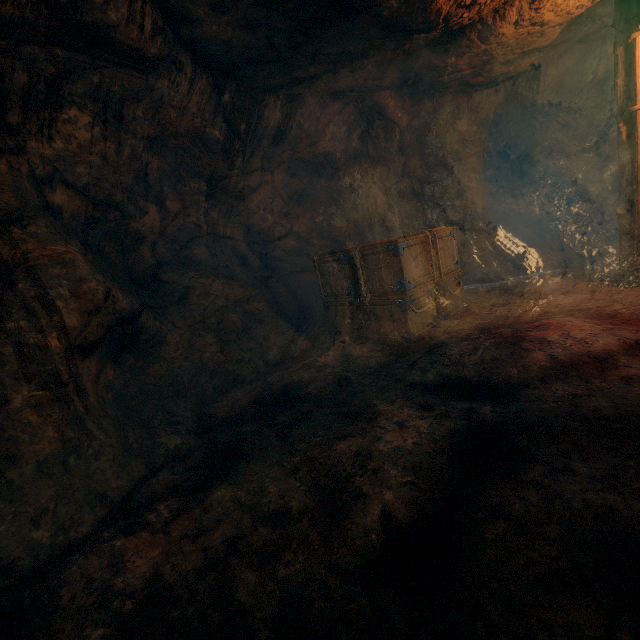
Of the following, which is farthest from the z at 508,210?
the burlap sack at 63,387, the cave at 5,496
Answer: the cave at 5,496

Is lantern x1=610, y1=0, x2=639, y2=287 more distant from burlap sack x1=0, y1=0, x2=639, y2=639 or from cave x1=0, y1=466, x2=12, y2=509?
cave x1=0, y1=466, x2=12, y2=509

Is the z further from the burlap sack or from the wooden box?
the wooden box

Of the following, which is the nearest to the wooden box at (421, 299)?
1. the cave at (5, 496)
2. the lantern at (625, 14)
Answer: the lantern at (625, 14)

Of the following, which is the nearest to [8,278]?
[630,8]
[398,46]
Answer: [398,46]

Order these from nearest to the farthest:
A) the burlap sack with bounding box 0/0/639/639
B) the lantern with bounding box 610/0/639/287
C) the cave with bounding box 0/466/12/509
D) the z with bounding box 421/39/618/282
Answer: the burlap sack with bounding box 0/0/639/639 < the cave with bounding box 0/466/12/509 < the lantern with bounding box 610/0/639/287 < the z with bounding box 421/39/618/282

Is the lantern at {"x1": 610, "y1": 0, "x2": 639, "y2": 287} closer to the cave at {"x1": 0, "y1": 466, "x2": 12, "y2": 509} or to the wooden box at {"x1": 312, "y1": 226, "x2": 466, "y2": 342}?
the wooden box at {"x1": 312, "y1": 226, "x2": 466, "y2": 342}

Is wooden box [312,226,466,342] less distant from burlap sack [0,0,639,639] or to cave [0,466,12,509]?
burlap sack [0,0,639,639]
